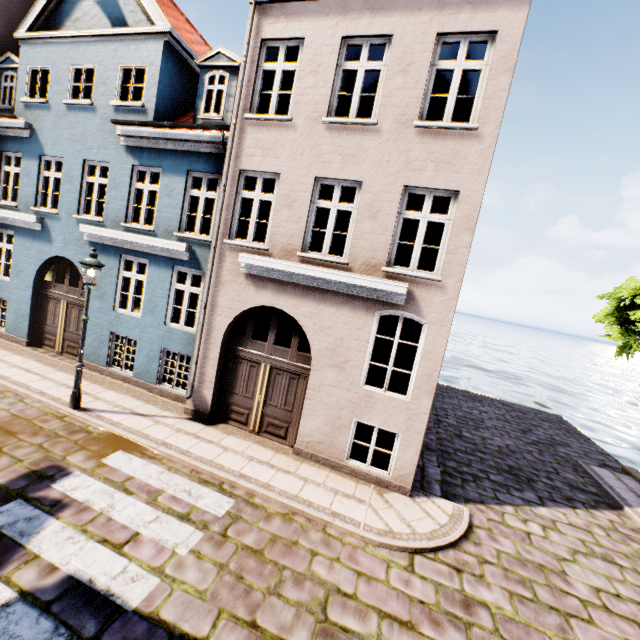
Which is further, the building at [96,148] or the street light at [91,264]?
the street light at [91,264]

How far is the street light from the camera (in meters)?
7.30

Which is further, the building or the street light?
the street light

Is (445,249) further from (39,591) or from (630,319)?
(39,591)

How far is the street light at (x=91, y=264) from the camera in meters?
7.3 m
